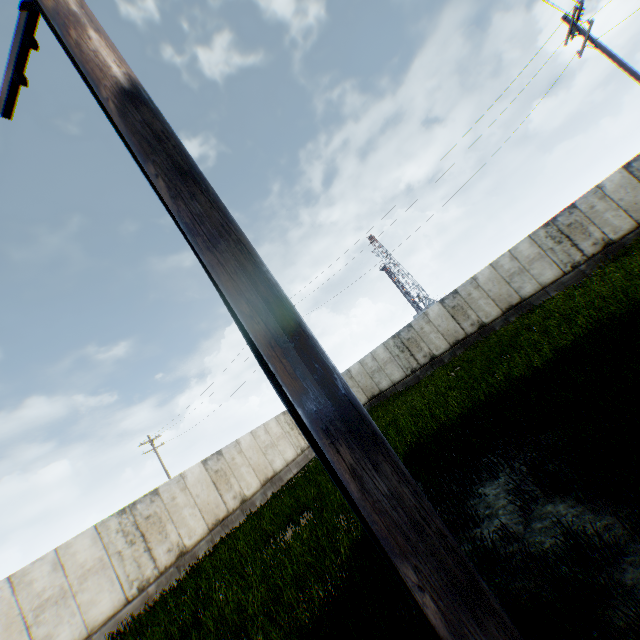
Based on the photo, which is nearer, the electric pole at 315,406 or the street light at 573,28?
the electric pole at 315,406

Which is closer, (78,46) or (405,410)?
(78,46)

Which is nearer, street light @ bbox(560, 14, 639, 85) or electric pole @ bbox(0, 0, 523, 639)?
electric pole @ bbox(0, 0, 523, 639)

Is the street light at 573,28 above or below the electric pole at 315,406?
above

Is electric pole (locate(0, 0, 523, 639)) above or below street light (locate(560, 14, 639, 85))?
below
